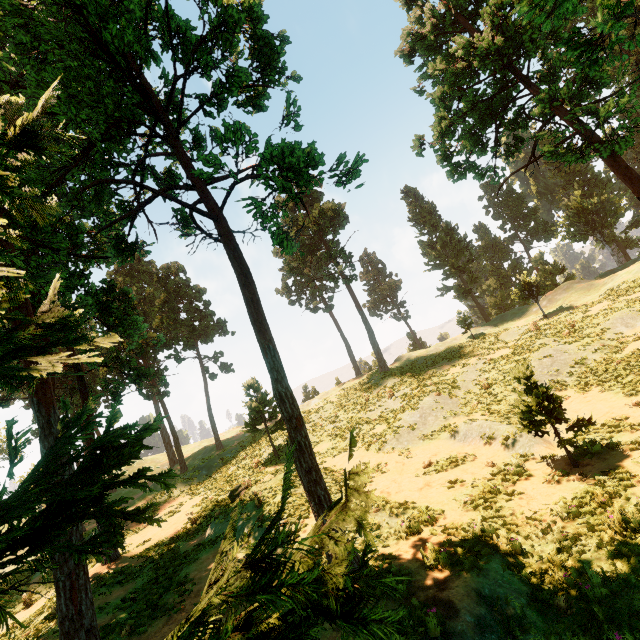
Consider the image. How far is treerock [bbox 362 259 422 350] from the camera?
54.4 meters

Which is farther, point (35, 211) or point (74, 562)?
point (74, 562)

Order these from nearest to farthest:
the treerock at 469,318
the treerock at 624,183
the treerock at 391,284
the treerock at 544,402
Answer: the treerock at 624,183 < the treerock at 544,402 < the treerock at 469,318 < the treerock at 391,284

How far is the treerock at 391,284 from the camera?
54.39m

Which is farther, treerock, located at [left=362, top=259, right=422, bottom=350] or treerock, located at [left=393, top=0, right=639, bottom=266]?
treerock, located at [left=362, top=259, right=422, bottom=350]

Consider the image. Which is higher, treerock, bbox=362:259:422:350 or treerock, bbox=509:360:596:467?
treerock, bbox=362:259:422:350
